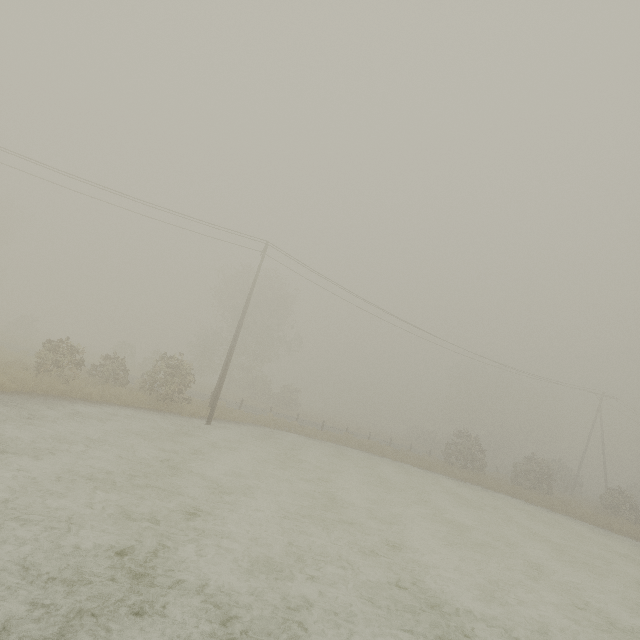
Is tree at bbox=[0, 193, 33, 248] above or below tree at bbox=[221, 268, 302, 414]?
above

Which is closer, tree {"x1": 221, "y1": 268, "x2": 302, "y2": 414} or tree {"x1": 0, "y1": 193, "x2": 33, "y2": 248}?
tree {"x1": 221, "y1": 268, "x2": 302, "y2": 414}

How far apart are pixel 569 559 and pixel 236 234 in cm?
2399

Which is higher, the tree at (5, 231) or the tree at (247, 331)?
the tree at (5, 231)

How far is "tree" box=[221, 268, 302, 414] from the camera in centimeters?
4156cm

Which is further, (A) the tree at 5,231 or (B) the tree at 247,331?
(A) the tree at 5,231
